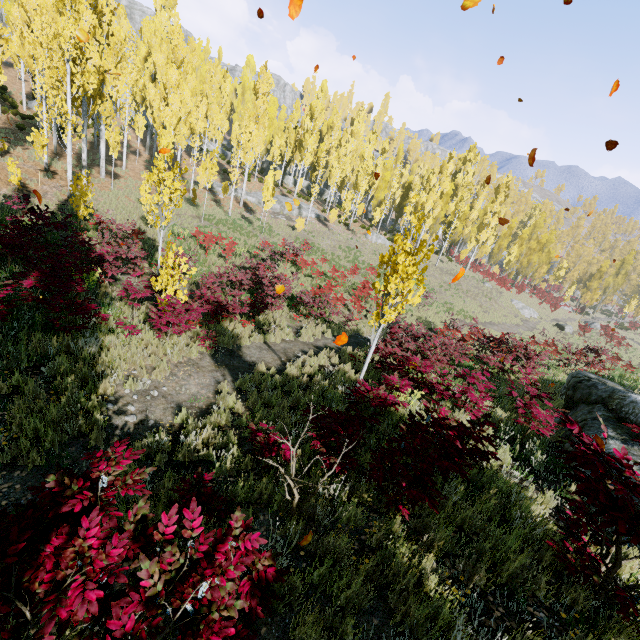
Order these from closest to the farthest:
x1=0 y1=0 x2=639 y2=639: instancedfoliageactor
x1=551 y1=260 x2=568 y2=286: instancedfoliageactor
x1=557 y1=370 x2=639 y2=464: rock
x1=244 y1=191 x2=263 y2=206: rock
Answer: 1. x1=0 y1=0 x2=639 y2=639: instancedfoliageactor
2. x1=557 y1=370 x2=639 y2=464: rock
3. x1=244 y1=191 x2=263 y2=206: rock
4. x1=551 y1=260 x2=568 y2=286: instancedfoliageactor

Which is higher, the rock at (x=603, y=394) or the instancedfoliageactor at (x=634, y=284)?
the instancedfoliageactor at (x=634, y=284)

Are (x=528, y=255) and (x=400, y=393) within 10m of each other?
no

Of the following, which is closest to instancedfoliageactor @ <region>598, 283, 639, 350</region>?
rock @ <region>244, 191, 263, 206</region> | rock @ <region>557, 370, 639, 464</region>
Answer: rock @ <region>244, 191, 263, 206</region>

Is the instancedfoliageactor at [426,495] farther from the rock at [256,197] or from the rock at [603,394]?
the rock at [603,394]

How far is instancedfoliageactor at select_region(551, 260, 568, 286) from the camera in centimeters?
4816cm

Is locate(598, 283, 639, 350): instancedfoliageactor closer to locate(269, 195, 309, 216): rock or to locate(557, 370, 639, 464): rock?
locate(269, 195, 309, 216): rock
